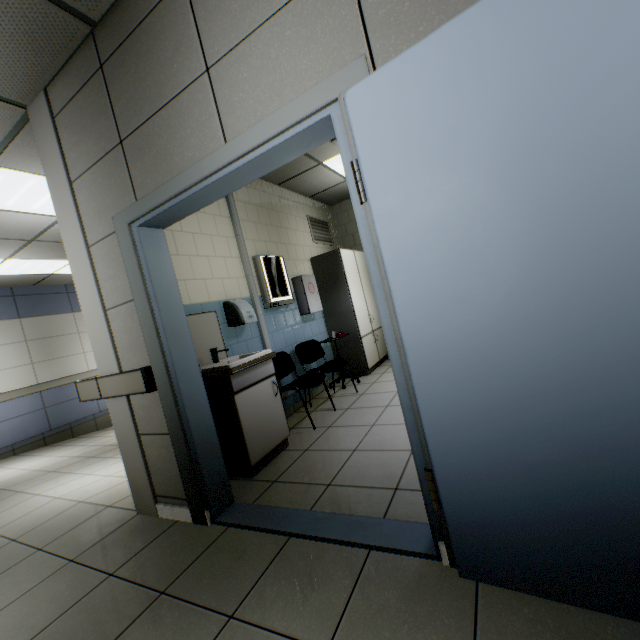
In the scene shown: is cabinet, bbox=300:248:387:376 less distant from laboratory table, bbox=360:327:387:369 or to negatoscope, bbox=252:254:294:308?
laboratory table, bbox=360:327:387:369

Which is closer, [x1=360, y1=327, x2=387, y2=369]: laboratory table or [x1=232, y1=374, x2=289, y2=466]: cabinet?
[x1=232, y1=374, x2=289, y2=466]: cabinet

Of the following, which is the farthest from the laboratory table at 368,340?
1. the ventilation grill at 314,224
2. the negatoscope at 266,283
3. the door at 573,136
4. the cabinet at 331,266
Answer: the door at 573,136

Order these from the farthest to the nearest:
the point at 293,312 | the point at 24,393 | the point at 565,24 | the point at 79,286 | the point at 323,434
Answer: the point at 24,393 → the point at 293,312 → the point at 323,434 → the point at 79,286 → the point at 565,24

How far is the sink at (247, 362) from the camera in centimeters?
267cm

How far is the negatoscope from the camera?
4.1 meters

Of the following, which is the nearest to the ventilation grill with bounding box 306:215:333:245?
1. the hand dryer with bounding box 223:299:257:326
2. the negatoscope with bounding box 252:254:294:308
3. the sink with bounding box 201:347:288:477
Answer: the negatoscope with bounding box 252:254:294:308

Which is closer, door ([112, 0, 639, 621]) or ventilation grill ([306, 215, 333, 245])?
door ([112, 0, 639, 621])
